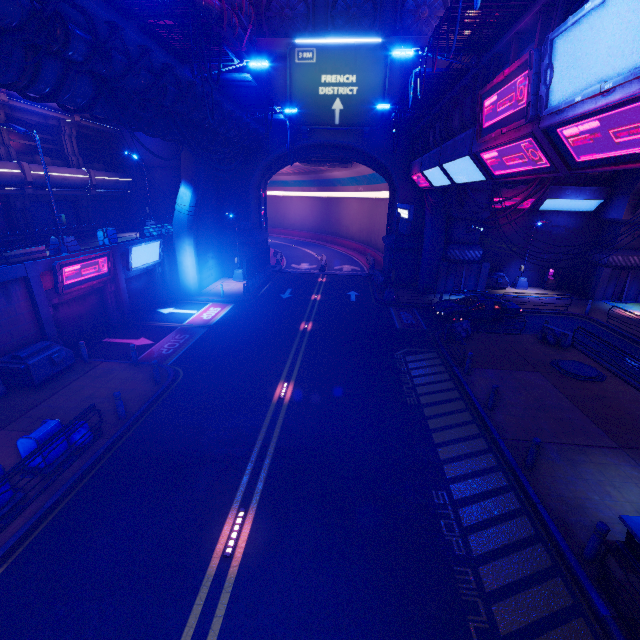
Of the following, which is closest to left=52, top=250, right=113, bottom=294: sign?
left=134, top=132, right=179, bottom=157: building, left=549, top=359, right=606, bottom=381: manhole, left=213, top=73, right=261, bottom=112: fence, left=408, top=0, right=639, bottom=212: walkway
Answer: left=213, top=73, right=261, bottom=112: fence

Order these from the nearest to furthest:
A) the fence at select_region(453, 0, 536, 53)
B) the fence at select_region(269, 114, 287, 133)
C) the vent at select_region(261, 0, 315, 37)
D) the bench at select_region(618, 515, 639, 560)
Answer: the bench at select_region(618, 515, 639, 560), the fence at select_region(453, 0, 536, 53), the fence at select_region(269, 114, 287, 133), the vent at select_region(261, 0, 315, 37)

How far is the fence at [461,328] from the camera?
18.36m

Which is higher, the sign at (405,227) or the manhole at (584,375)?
the sign at (405,227)

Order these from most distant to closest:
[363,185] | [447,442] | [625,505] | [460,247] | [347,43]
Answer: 1. [363,185]
2. [460,247]
3. [347,43]
4. [447,442]
5. [625,505]

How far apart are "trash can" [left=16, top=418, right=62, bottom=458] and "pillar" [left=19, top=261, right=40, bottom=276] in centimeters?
754cm

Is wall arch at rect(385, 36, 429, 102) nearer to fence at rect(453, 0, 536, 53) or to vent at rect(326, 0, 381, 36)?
vent at rect(326, 0, 381, 36)

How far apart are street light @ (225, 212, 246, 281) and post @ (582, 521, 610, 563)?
27.2 meters
